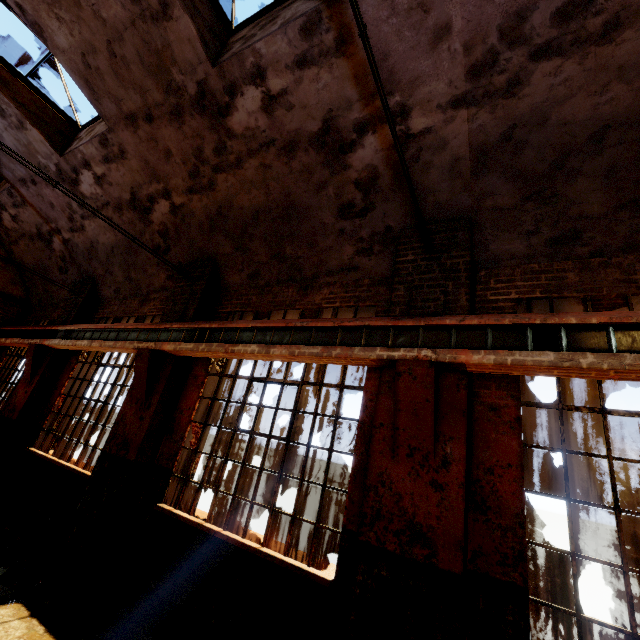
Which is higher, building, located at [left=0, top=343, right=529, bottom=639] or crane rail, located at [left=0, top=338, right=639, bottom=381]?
crane rail, located at [left=0, top=338, right=639, bottom=381]

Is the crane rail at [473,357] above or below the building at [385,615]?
above

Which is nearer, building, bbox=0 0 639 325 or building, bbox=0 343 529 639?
building, bbox=0 343 529 639

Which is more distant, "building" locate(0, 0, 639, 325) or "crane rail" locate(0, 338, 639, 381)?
"building" locate(0, 0, 639, 325)

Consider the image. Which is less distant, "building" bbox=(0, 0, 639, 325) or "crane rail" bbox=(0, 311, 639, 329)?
"crane rail" bbox=(0, 311, 639, 329)

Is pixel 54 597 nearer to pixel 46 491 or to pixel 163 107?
pixel 46 491

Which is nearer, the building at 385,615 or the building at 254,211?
the building at 385,615

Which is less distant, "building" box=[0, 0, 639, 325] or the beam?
the beam
